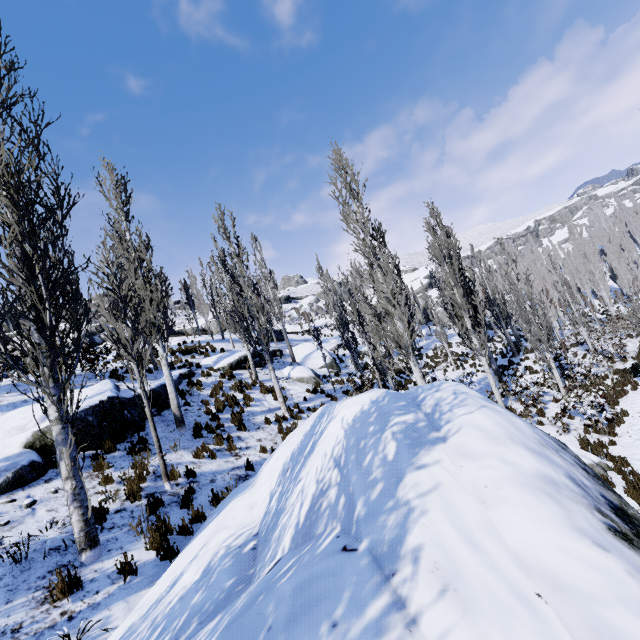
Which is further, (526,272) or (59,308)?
(526,272)

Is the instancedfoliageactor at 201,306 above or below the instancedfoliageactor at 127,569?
above

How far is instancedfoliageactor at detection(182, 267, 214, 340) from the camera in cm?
2921

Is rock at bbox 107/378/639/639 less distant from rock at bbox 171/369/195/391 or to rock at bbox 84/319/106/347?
rock at bbox 171/369/195/391

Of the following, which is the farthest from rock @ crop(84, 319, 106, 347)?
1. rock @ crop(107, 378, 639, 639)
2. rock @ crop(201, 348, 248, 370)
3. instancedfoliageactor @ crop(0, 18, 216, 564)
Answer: rock @ crop(201, 348, 248, 370)

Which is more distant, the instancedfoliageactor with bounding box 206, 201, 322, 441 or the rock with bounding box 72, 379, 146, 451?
the instancedfoliageactor with bounding box 206, 201, 322, 441

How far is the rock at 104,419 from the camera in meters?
8.1 m

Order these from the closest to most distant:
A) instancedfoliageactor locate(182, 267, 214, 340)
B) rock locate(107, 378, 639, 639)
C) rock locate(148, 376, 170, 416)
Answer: rock locate(107, 378, 639, 639)
rock locate(148, 376, 170, 416)
instancedfoliageactor locate(182, 267, 214, 340)
